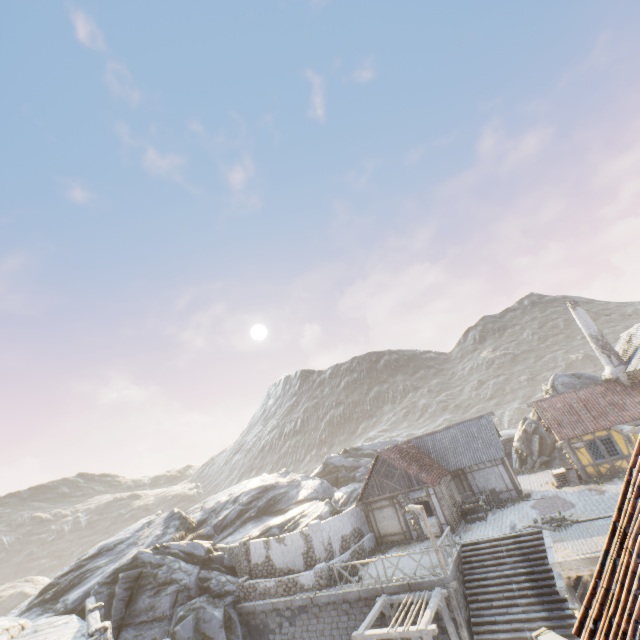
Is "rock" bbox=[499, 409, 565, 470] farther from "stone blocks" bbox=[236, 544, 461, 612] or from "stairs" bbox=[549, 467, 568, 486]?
"stairs" bbox=[549, 467, 568, 486]

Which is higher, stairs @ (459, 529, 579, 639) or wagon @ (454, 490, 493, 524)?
wagon @ (454, 490, 493, 524)

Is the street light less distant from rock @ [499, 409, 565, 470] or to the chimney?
rock @ [499, 409, 565, 470]

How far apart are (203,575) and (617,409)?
30.63m

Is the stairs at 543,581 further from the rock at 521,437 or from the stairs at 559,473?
the rock at 521,437

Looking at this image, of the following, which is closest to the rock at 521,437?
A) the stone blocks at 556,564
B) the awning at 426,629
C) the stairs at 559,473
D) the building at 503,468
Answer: the stone blocks at 556,564

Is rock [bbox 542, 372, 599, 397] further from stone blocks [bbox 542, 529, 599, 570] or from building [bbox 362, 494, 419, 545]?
building [bbox 362, 494, 419, 545]

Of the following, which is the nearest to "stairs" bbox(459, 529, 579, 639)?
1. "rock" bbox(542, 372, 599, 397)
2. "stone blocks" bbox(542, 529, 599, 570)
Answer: "stone blocks" bbox(542, 529, 599, 570)
